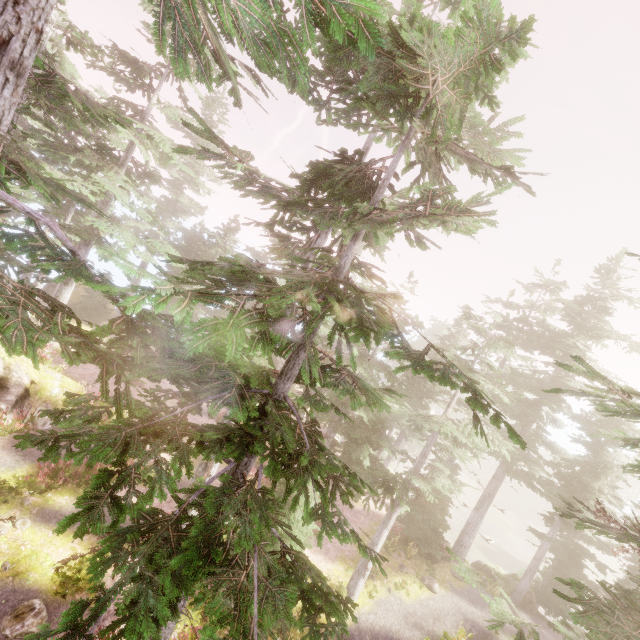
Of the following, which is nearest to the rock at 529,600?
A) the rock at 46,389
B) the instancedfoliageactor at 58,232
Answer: the instancedfoliageactor at 58,232

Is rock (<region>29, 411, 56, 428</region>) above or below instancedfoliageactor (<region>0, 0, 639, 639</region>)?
below

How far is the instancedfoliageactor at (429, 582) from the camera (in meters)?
20.08

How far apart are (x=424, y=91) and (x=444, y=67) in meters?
2.1 m

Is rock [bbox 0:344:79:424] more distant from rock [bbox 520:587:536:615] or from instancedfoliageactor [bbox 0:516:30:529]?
rock [bbox 520:587:536:615]

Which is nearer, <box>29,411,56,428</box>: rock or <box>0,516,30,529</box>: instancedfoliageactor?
<box>0,516,30,529</box>: instancedfoliageactor
